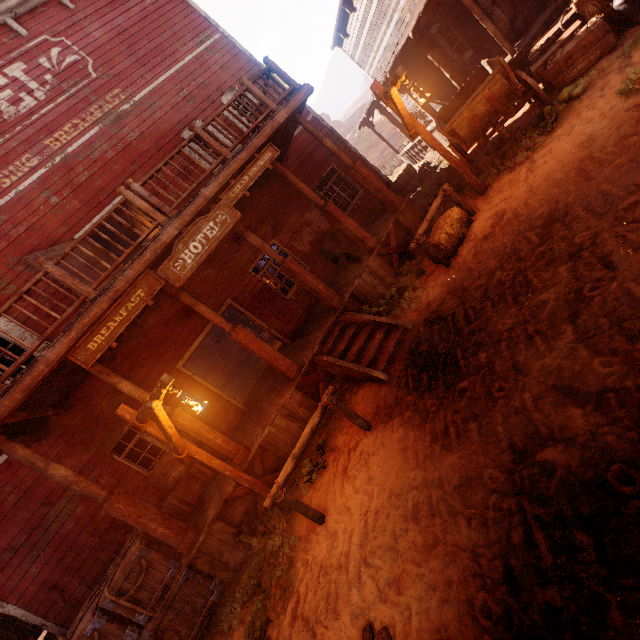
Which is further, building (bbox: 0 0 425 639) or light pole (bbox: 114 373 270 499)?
building (bbox: 0 0 425 639)

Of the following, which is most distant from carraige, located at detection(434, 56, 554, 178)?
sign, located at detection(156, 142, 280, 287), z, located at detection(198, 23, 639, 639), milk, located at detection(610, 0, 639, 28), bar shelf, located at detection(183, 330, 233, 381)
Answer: bar shelf, located at detection(183, 330, 233, 381)

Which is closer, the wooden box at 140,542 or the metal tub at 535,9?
the wooden box at 140,542

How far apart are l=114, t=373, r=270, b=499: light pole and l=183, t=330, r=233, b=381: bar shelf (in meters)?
14.60

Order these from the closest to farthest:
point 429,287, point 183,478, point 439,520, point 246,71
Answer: point 439,520, point 429,287, point 183,478, point 246,71

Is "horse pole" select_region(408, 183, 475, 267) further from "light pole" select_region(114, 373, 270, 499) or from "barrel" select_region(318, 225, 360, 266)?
"light pole" select_region(114, 373, 270, 499)

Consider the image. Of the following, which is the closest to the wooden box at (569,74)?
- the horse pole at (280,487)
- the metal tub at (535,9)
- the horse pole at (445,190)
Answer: the metal tub at (535,9)

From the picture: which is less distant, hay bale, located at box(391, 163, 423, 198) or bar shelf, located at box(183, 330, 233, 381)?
hay bale, located at box(391, 163, 423, 198)
